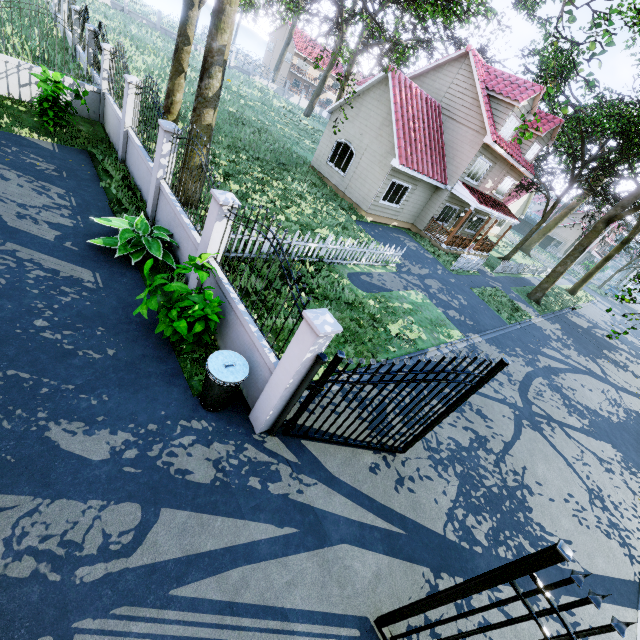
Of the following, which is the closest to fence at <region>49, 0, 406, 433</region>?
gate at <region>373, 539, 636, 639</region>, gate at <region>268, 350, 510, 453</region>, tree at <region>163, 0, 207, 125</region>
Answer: gate at <region>268, 350, 510, 453</region>

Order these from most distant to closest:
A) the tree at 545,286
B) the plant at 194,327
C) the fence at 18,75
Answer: A: the tree at 545,286 < the fence at 18,75 < the plant at 194,327

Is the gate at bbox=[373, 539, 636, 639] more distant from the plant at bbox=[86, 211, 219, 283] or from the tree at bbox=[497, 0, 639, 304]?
the plant at bbox=[86, 211, 219, 283]

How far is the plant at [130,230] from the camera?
A: 5.86m

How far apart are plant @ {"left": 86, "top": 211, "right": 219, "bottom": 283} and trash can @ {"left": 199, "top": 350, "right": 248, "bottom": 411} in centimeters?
310cm

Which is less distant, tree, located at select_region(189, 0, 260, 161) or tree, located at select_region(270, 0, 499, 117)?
tree, located at select_region(189, 0, 260, 161)

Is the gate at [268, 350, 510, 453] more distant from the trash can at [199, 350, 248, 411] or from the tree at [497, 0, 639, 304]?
the tree at [497, 0, 639, 304]

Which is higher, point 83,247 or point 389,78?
point 389,78
